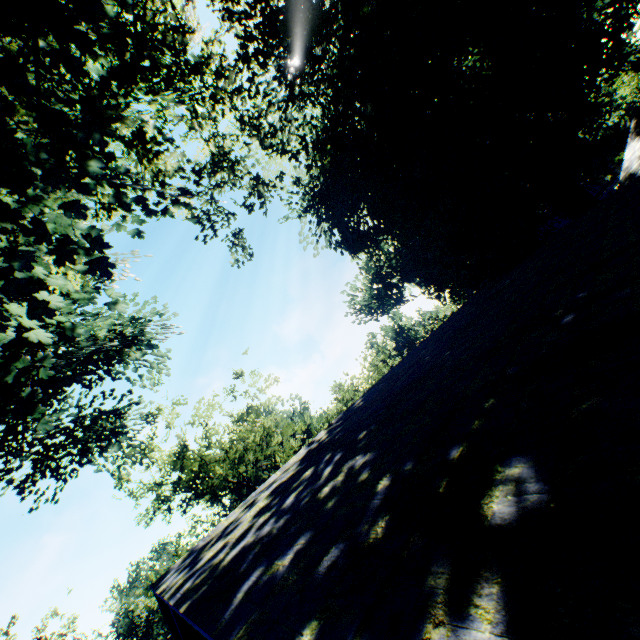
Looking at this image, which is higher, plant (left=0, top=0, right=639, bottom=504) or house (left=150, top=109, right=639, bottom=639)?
plant (left=0, top=0, right=639, bottom=504)

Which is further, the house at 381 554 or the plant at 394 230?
the plant at 394 230

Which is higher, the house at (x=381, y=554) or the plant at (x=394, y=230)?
the plant at (x=394, y=230)

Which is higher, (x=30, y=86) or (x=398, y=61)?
(x=398, y=61)

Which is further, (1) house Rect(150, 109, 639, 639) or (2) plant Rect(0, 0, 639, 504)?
(2) plant Rect(0, 0, 639, 504)
